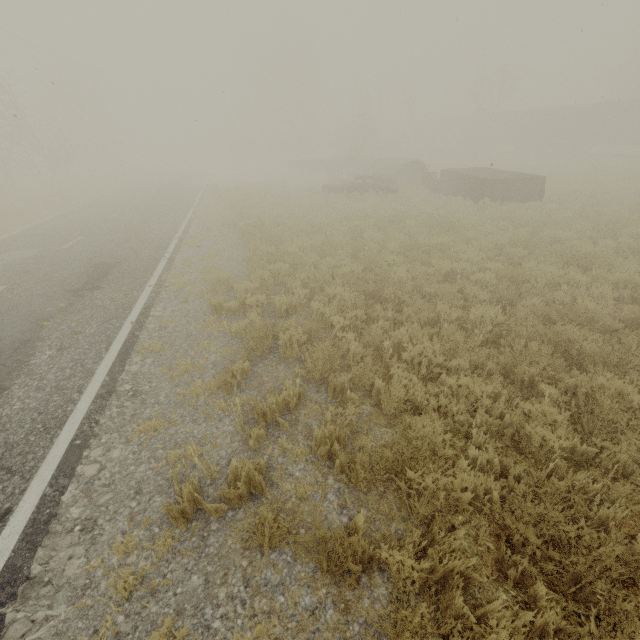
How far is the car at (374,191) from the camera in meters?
18.1 m

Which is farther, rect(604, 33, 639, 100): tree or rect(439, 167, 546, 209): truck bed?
rect(604, 33, 639, 100): tree

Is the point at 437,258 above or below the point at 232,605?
above

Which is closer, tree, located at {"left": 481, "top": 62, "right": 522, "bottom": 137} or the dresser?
the dresser

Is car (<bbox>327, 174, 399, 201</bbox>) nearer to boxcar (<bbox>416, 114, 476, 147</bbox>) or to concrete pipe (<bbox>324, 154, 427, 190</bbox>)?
concrete pipe (<bbox>324, 154, 427, 190</bbox>)

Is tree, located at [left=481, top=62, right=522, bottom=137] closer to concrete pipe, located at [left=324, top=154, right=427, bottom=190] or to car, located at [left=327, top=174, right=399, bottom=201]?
concrete pipe, located at [left=324, top=154, right=427, bottom=190]

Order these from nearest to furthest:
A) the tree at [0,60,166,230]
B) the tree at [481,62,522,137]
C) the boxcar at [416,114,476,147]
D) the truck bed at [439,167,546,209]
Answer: the truck bed at [439,167,546,209] < the tree at [0,60,166,230] < the tree at [481,62,522,137] < the boxcar at [416,114,476,147]

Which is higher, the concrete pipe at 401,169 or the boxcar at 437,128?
the boxcar at 437,128
